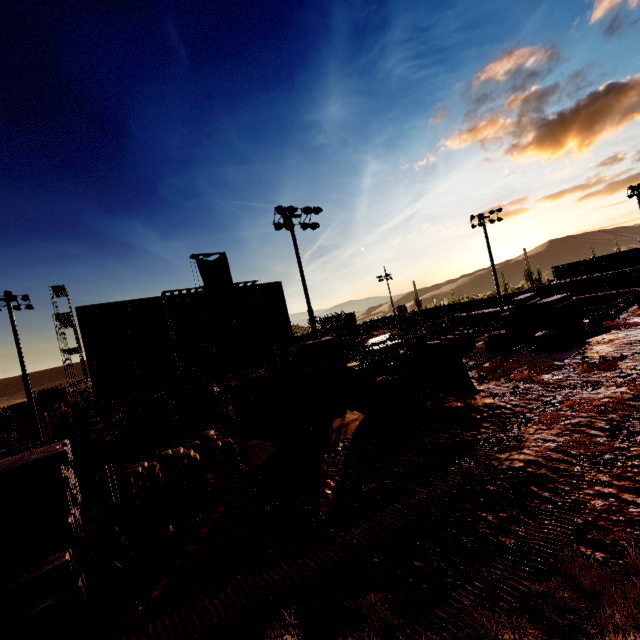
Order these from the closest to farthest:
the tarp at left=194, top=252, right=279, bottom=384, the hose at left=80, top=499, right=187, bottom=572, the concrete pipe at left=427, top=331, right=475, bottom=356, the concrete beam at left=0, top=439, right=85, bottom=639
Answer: the concrete beam at left=0, top=439, right=85, bottom=639, the hose at left=80, top=499, right=187, bottom=572, the concrete pipe at left=427, top=331, right=475, bottom=356, the tarp at left=194, top=252, right=279, bottom=384

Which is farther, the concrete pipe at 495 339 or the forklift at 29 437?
the forklift at 29 437

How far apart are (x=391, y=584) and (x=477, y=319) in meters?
58.9

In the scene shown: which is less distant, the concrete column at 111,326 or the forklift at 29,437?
the forklift at 29,437

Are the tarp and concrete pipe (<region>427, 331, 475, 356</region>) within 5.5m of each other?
no

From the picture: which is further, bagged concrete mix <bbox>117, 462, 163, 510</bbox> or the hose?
bagged concrete mix <bbox>117, 462, 163, 510</bbox>

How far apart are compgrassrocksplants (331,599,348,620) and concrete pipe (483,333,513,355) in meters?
20.3

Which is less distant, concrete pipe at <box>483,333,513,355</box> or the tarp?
concrete pipe at <box>483,333,513,355</box>
